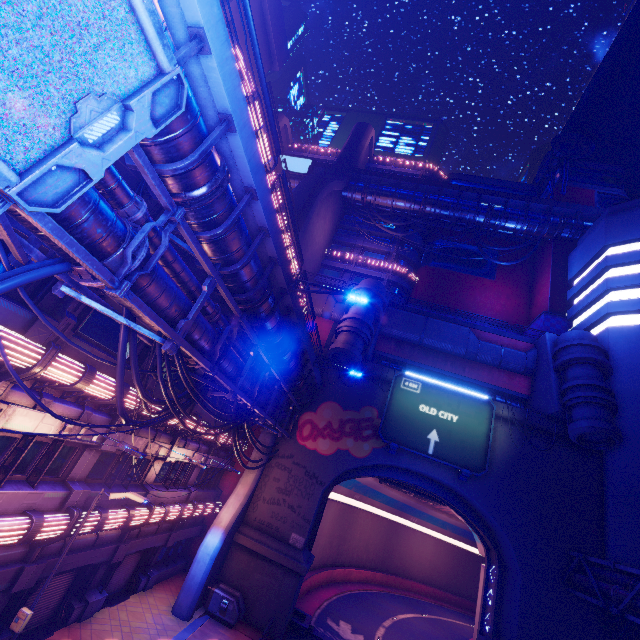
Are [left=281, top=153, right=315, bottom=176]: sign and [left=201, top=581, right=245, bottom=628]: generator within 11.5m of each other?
no

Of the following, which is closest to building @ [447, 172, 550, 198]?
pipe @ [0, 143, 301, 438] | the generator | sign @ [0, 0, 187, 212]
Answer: pipe @ [0, 143, 301, 438]

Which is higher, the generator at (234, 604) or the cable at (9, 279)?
the cable at (9, 279)

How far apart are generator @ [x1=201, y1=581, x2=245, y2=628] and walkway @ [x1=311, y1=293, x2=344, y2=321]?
21.36m

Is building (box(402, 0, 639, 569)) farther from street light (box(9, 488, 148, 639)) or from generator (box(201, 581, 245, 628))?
street light (box(9, 488, 148, 639))

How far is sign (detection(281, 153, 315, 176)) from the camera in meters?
45.4 m

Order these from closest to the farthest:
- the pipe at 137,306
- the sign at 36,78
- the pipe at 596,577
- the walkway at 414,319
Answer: the sign at 36,78 → the pipe at 137,306 → the pipe at 596,577 → the walkway at 414,319

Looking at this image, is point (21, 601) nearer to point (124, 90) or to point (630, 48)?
point (124, 90)
